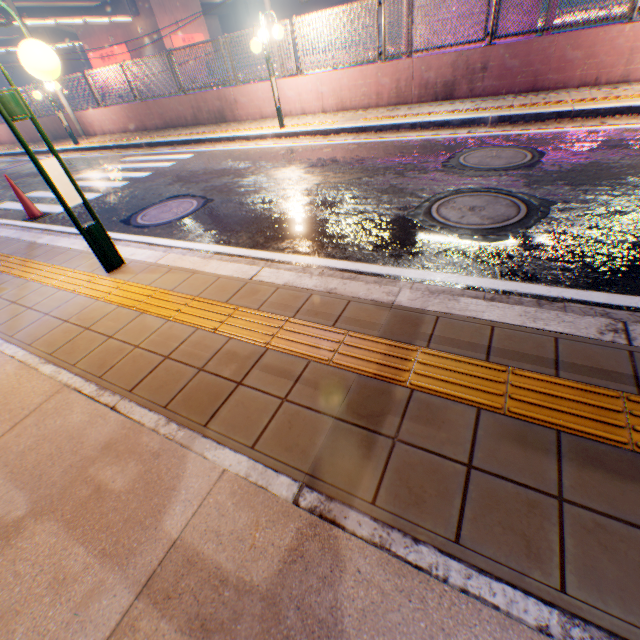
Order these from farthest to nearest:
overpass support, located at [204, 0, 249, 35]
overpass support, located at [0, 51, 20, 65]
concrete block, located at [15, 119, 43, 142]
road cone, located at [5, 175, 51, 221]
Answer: overpass support, located at [0, 51, 20, 65]
overpass support, located at [204, 0, 249, 35]
concrete block, located at [15, 119, 43, 142]
road cone, located at [5, 175, 51, 221]

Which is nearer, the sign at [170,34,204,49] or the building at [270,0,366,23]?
the sign at [170,34,204,49]

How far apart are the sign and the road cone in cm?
3525

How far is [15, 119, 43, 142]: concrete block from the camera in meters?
16.8

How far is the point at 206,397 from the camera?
2.01m

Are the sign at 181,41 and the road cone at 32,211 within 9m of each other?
no

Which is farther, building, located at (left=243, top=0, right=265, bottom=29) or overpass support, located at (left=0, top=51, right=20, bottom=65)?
building, located at (left=243, top=0, right=265, bottom=29)

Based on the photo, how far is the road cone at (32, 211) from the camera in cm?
620
